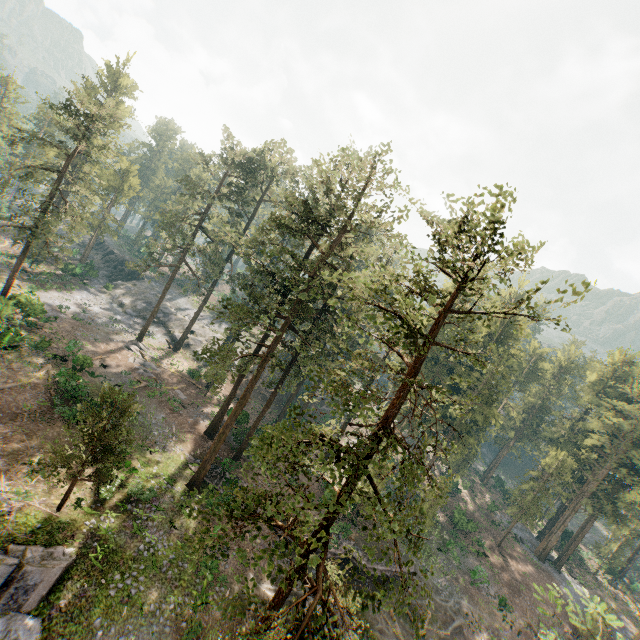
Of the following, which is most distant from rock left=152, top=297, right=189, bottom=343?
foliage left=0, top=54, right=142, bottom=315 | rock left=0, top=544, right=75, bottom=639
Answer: rock left=0, top=544, right=75, bottom=639

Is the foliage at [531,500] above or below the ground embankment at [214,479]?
above

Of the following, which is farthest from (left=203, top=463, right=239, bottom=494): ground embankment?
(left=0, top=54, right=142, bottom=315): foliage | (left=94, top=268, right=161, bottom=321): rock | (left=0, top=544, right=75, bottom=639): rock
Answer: (left=94, top=268, right=161, bottom=321): rock

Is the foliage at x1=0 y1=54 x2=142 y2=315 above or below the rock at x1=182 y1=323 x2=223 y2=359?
above

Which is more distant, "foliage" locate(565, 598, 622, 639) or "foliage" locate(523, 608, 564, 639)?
"foliage" locate(523, 608, 564, 639)

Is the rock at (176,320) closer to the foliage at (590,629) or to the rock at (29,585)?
the foliage at (590,629)

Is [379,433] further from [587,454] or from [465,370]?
[587,454]
